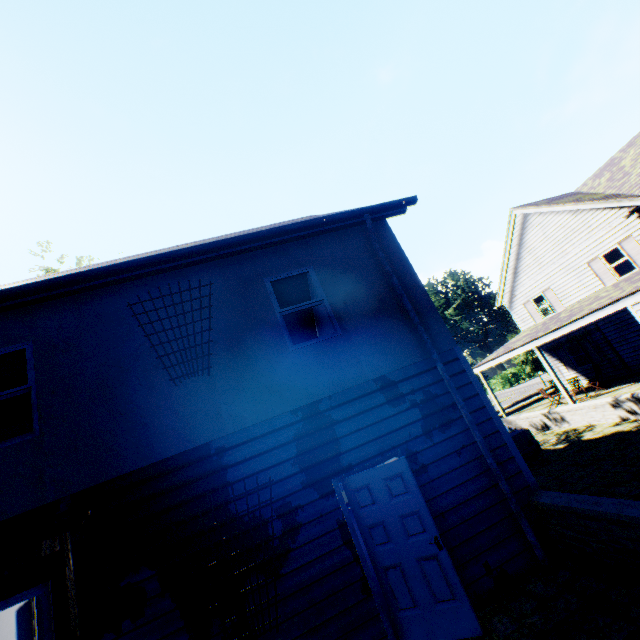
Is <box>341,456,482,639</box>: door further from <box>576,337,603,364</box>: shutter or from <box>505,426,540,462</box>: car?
<box>576,337,603,364</box>: shutter

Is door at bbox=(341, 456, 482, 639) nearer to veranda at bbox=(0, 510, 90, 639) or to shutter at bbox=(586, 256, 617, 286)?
veranda at bbox=(0, 510, 90, 639)

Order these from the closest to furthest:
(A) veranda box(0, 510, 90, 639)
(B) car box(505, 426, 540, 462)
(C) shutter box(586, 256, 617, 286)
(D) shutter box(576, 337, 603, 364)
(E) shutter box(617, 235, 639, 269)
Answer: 1. (A) veranda box(0, 510, 90, 639)
2. (B) car box(505, 426, 540, 462)
3. (E) shutter box(617, 235, 639, 269)
4. (C) shutter box(586, 256, 617, 286)
5. (D) shutter box(576, 337, 603, 364)

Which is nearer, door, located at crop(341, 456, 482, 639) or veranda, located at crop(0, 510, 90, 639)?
veranda, located at crop(0, 510, 90, 639)

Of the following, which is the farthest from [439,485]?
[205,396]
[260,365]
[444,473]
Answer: [205,396]

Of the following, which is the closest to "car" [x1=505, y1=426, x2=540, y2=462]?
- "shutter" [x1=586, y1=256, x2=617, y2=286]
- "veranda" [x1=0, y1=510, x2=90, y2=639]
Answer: "shutter" [x1=586, y1=256, x2=617, y2=286]

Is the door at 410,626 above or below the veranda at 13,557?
below

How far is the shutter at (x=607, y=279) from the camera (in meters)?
16.56
